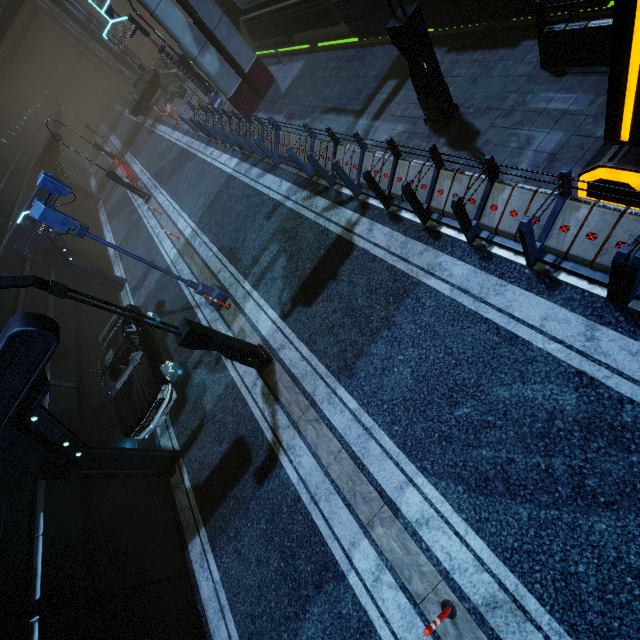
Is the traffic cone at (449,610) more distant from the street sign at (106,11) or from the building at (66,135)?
the street sign at (106,11)

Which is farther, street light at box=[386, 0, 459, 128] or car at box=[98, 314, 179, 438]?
car at box=[98, 314, 179, 438]

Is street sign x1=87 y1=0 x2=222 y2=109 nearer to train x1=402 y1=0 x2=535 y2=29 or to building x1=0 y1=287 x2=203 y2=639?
building x1=0 y1=287 x2=203 y2=639

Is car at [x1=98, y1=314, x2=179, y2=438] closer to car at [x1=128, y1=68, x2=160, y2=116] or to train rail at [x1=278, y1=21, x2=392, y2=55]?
train rail at [x1=278, y1=21, x2=392, y2=55]

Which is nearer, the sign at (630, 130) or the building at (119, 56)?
the sign at (630, 130)

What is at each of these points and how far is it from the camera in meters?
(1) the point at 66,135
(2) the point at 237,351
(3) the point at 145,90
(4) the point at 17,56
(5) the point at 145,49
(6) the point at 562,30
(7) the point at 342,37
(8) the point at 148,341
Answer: (1) building, 57.2 m
(2) street light, 7.7 m
(3) car, 25.2 m
(4) building, 45.9 m
(5) train rail, 58.6 m
(6) building, 5.9 m
(7) train rail, 14.1 m
(8) car, 10.2 m

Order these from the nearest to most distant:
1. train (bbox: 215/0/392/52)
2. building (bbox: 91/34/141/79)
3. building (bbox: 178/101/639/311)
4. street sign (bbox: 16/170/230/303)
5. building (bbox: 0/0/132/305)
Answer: building (bbox: 178/101/639/311) < street sign (bbox: 16/170/230/303) < train (bbox: 215/0/392/52) < building (bbox: 0/0/132/305) < building (bbox: 91/34/141/79)

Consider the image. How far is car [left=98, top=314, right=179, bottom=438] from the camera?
8.79m
